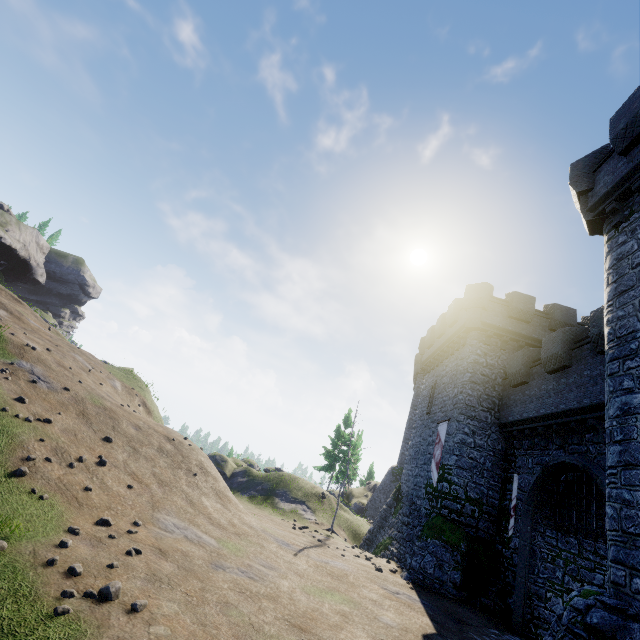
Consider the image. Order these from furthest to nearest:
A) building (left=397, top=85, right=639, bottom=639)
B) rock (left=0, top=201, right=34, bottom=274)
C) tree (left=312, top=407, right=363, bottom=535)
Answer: rock (left=0, top=201, right=34, bottom=274) < tree (left=312, top=407, right=363, bottom=535) < building (left=397, top=85, right=639, bottom=639)

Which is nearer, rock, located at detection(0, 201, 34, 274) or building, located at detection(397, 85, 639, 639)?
building, located at detection(397, 85, 639, 639)

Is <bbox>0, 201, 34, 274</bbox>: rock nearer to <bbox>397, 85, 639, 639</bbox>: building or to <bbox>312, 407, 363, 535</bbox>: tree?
<bbox>312, 407, 363, 535</bbox>: tree

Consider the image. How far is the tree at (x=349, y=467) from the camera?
22.4m

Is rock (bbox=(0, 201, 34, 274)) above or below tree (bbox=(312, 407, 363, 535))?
above

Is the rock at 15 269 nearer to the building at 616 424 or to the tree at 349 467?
the tree at 349 467

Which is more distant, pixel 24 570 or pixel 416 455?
pixel 416 455
